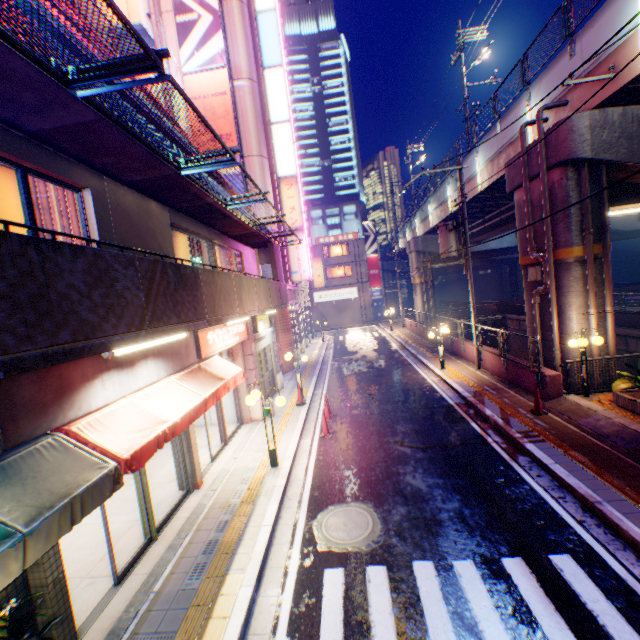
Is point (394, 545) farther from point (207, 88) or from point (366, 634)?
point (207, 88)

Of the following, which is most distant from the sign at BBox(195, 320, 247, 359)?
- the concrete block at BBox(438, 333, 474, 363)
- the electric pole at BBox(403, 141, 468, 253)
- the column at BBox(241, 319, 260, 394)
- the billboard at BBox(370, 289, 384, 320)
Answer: the billboard at BBox(370, 289, 384, 320)

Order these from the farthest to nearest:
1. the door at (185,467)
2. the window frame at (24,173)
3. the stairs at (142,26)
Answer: Result: the stairs at (142,26), the door at (185,467), the window frame at (24,173)

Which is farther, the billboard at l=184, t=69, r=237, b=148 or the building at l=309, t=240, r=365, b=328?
the building at l=309, t=240, r=365, b=328

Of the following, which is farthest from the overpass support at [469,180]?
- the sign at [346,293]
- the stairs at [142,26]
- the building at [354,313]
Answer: the stairs at [142,26]

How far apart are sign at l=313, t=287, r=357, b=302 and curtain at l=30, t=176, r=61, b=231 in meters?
39.4

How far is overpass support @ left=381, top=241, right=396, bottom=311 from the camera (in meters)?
54.78

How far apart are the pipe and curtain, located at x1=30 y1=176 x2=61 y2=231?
13.67m
